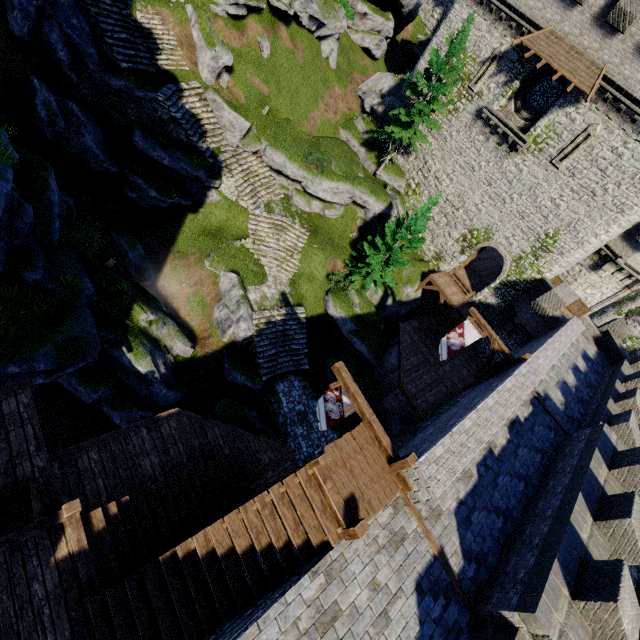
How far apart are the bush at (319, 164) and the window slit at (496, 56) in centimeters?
1162cm

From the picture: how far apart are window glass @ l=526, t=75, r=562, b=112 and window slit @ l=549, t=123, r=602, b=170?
2.84m

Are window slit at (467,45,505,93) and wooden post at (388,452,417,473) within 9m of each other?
no

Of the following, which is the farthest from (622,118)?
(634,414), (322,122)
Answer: (322,122)

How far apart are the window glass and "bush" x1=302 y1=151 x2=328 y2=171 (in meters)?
13.97

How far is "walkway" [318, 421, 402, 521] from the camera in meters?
8.0 m

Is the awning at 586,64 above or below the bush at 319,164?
above

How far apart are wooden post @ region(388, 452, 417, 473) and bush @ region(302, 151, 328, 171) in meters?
19.8
